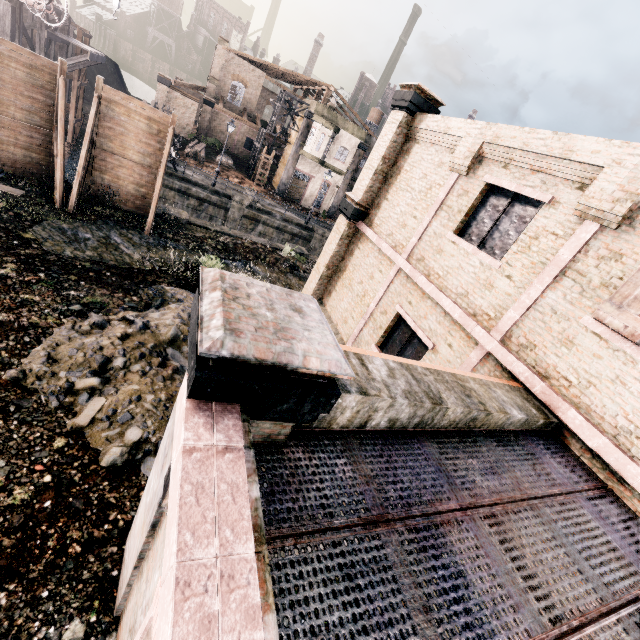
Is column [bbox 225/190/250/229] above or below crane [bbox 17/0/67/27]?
below

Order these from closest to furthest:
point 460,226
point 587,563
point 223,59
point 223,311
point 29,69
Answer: point 223,311
point 587,563
point 460,226
point 29,69
point 223,59

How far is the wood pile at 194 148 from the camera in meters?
33.6 m

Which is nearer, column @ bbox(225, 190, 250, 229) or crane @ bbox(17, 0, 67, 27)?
crane @ bbox(17, 0, 67, 27)

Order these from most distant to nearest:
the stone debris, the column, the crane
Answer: the column → the crane → the stone debris

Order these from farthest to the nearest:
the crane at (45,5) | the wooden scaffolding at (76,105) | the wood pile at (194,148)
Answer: the wood pile at (194,148), the wooden scaffolding at (76,105), the crane at (45,5)

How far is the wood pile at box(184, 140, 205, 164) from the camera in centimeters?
3359cm

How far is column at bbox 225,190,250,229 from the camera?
29.0 meters
